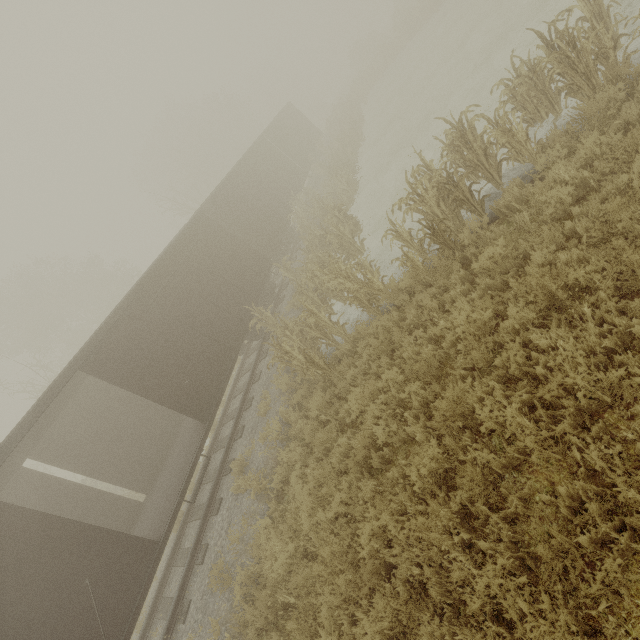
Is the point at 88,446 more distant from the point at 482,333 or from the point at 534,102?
the point at 534,102

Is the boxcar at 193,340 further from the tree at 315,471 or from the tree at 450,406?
the tree at 450,406

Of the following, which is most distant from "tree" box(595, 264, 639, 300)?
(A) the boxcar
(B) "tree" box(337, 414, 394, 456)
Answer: (A) the boxcar

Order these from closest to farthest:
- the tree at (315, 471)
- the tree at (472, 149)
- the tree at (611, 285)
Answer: the tree at (611, 285), the tree at (472, 149), the tree at (315, 471)

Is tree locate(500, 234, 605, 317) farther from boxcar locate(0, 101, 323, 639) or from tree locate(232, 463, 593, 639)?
boxcar locate(0, 101, 323, 639)

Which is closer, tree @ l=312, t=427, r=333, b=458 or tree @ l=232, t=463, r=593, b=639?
tree @ l=232, t=463, r=593, b=639

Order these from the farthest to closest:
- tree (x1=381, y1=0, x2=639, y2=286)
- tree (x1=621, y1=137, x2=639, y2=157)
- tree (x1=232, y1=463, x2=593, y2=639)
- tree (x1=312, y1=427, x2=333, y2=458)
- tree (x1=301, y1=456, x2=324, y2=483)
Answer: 1. tree (x1=312, y1=427, x2=333, y2=458)
2. tree (x1=301, y1=456, x2=324, y2=483)
3. tree (x1=381, y1=0, x2=639, y2=286)
4. tree (x1=621, y1=137, x2=639, y2=157)
5. tree (x1=232, y1=463, x2=593, y2=639)
